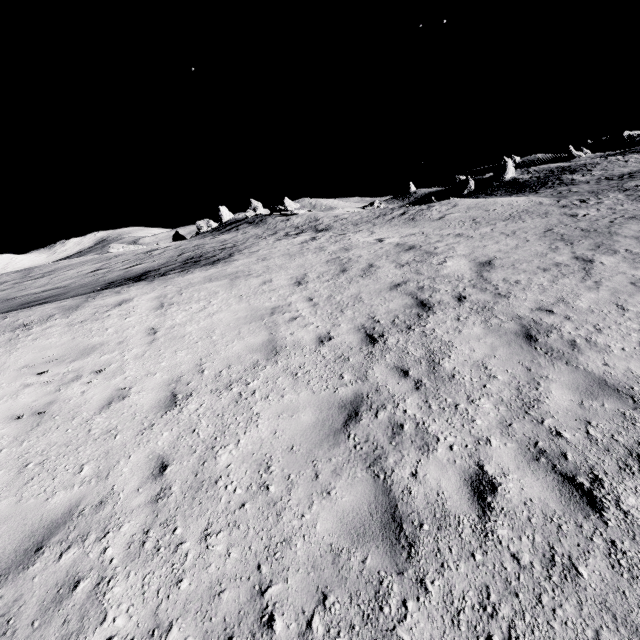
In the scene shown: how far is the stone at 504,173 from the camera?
55.29m

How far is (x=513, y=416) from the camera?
4.7 meters

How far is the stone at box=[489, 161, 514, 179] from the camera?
55.3m
